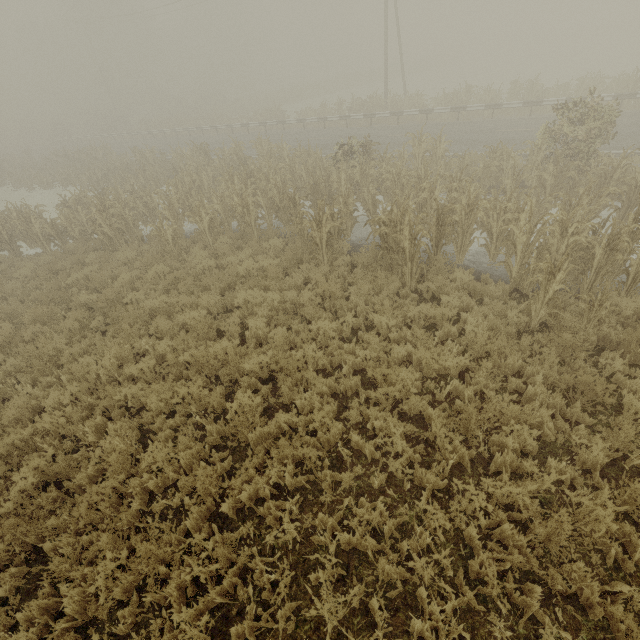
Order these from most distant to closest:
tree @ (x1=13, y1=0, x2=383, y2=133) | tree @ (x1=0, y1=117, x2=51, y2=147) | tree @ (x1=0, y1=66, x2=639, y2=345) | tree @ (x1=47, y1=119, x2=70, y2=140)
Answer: tree @ (x1=0, y1=117, x2=51, y2=147) → tree @ (x1=47, y1=119, x2=70, y2=140) → tree @ (x1=13, y1=0, x2=383, y2=133) → tree @ (x1=0, y1=66, x2=639, y2=345)

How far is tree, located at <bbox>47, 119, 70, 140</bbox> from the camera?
45.90m

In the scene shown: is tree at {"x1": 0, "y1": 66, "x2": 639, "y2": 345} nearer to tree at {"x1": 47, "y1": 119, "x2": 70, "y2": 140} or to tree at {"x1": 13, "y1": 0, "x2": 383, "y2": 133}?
tree at {"x1": 47, "y1": 119, "x2": 70, "y2": 140}

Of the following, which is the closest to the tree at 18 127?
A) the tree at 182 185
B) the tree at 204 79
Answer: the tree at 204 79

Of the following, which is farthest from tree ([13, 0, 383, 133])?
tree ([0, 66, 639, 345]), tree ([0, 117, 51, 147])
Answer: tree ([0, 66, 639, 345])

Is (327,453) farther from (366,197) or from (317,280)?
(366,197)

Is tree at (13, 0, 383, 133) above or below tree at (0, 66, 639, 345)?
above
